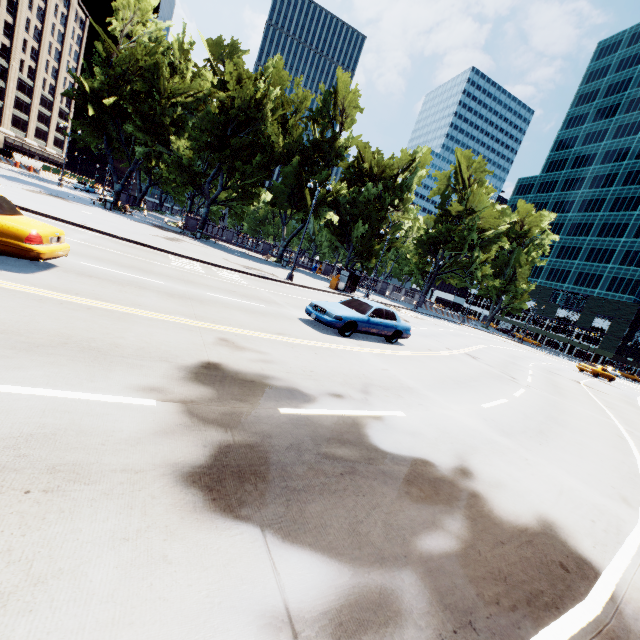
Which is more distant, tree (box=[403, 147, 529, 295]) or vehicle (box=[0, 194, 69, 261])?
tree (box=[403, 147, 529, 295])

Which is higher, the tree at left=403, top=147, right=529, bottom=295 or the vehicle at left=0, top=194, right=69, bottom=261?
the tree at left=403, top=147, right=529, bottom=295

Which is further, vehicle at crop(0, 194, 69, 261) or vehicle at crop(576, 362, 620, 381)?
vehicle at crop(576, 362, 620, 381)

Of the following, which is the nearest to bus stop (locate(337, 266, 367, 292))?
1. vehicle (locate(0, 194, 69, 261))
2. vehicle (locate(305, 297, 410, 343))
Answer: vehicle (locate(305, 297, 410, 343))

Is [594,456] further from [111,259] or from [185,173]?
[185,173]

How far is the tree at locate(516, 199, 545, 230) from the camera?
58.44m

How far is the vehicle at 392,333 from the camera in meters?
11.7

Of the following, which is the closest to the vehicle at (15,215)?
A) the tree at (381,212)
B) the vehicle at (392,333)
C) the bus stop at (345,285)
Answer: the vehicle at (392,333)
